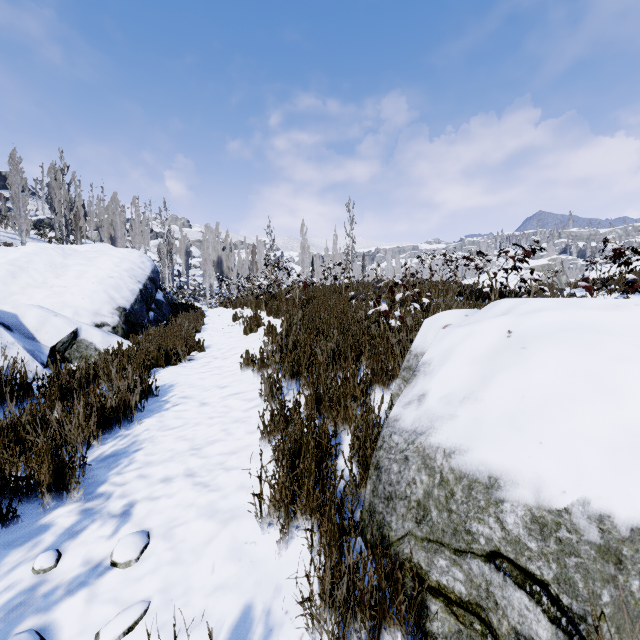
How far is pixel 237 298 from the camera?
14.99m

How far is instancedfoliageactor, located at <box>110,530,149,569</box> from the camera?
1.67m

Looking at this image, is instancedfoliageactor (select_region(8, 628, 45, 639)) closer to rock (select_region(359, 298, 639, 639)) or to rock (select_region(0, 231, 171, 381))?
rock (select_region(359, 298, 639, 639))

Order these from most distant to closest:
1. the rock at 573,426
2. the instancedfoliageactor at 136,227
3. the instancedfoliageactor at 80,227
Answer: the instancedfoliageactor at 136,227
the instancedfoliageactor at 80,227
the rock at 573,426

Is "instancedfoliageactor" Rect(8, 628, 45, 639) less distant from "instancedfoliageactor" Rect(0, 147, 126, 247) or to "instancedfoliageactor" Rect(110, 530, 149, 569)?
"instancedfoliageactor" Rect(110, 530, 149, 569)

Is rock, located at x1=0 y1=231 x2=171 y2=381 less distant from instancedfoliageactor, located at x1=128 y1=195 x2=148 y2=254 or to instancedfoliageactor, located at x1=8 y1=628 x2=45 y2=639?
instancedfoliageactor, located at x1=128 y1=195 x2=148 y2=254

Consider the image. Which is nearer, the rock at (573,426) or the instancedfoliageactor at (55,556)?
the rock at (573,426)

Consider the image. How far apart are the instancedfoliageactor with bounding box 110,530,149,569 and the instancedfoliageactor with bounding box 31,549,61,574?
0.28m
